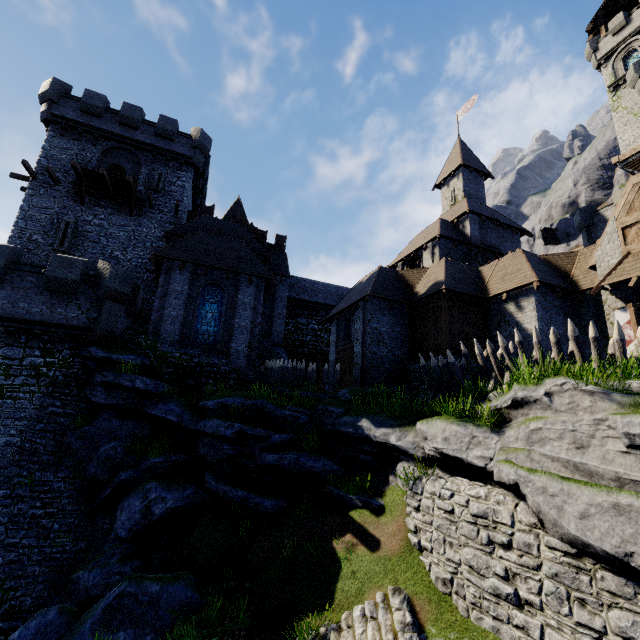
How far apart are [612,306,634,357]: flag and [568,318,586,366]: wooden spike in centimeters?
493cm

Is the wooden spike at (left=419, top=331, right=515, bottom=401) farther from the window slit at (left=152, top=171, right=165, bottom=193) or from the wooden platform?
the window slit at (left=152, top=171, right=165, bottom=193)

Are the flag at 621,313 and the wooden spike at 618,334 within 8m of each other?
yes

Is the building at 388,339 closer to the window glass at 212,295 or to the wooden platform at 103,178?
the window glass at 212,295

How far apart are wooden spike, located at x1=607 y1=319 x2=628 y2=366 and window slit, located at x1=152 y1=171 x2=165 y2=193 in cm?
2785

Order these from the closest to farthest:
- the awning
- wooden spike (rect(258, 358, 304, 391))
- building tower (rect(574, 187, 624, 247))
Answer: the awning
wooden spike (rect(258, 358, 304, 391))
building tower (rect(574, 187, 624, 247))

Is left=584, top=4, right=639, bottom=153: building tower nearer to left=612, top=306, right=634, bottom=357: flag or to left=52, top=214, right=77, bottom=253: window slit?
left=612, top=306, right=634, bottom=357: flag

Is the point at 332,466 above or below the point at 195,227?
below
